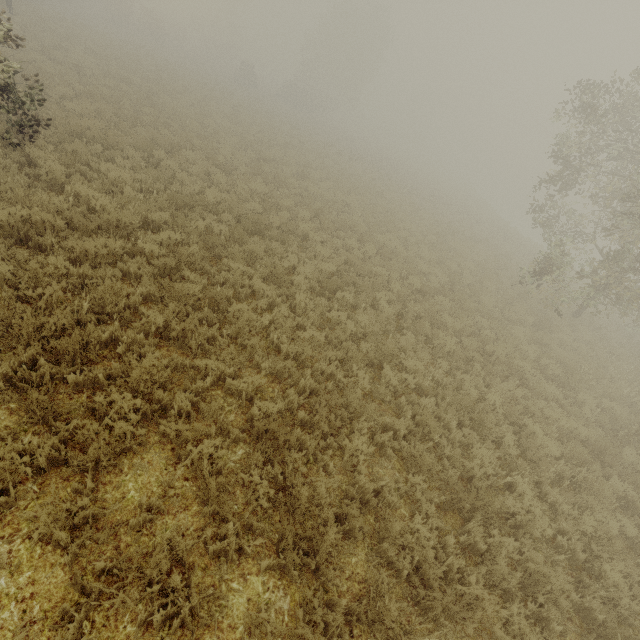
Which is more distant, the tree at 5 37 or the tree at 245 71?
the tree at 245 71

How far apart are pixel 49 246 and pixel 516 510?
9.8m

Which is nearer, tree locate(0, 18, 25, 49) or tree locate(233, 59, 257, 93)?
tree locate(0, 18, 25, 49)

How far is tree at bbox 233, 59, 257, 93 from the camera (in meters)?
38.74

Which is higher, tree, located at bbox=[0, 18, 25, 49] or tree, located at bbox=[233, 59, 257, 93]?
tree, located at bbox=[0, 18, 25, 49]

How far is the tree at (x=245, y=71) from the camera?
38.7 meters
